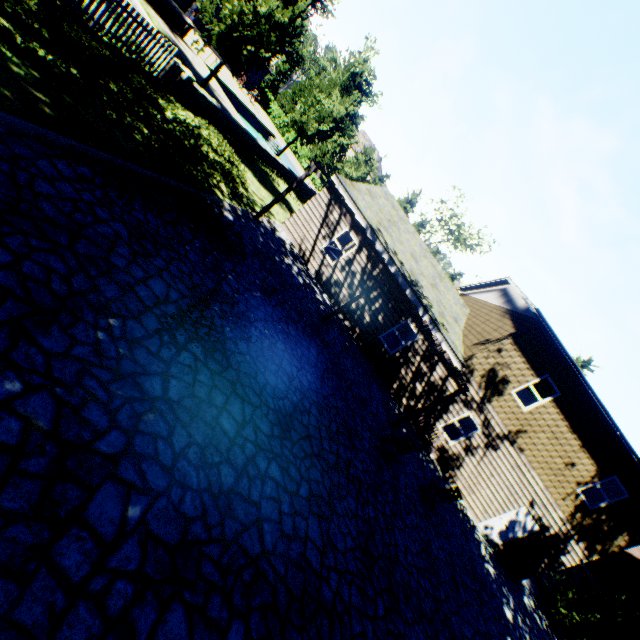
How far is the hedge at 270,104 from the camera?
43.1m

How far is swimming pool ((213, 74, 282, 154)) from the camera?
26.1 meters

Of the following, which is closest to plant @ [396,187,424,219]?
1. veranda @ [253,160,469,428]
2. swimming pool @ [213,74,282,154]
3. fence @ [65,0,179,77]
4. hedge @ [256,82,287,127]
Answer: fence @ [65,0,179,77]

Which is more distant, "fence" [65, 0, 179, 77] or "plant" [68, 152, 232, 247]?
"fence" [65, 0, 179, 77]

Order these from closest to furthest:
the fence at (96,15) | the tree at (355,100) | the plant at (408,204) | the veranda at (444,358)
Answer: the fence at (96,15) → the veranda at (444,358) → the tree at (355,100) → the plant at (408,204)

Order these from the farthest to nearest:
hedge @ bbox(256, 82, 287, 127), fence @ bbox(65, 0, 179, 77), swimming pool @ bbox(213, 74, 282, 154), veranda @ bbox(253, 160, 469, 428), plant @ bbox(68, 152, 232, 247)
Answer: hedge @ bbox(256, 82, 287, 127) → swimming pool @ bbox(213, 74, 282, 154) → veranda @ bbox(253, 160, 469, 428) → fence @ bbox(65, 0, 179, 77) → plant @ bbox(68, 152, 232, 247)

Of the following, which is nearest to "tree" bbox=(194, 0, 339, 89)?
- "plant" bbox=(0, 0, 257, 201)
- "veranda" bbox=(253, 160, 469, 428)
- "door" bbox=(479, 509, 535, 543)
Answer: "plant" bbox=(0, 0, 257, 201)

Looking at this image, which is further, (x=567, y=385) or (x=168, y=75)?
(x=567, y=385)
